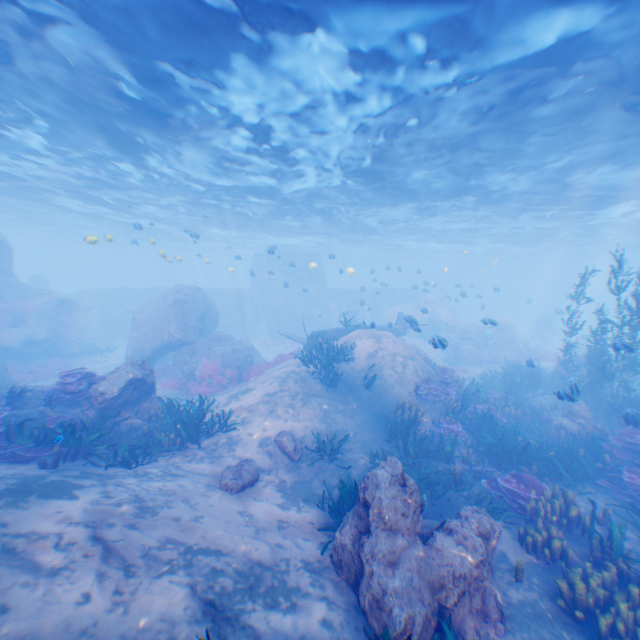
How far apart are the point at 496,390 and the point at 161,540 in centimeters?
1721cm

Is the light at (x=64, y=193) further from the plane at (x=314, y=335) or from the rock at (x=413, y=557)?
the plane at (x=314, y=335)

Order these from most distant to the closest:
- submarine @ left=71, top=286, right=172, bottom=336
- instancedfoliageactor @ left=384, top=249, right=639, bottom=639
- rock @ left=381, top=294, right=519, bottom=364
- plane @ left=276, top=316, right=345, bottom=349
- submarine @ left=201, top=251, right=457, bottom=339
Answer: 1. submarine @ left=201, top=251, right=457, bottom=339
2. submarine @ left=71, top=286, right=172, bottom=336
3. rock @ left=381, top=294, right=519, bottom=364
4. plane @ left=276, top=316, right=345, bottom=349
5. instancedfoliageactor @ left=384, top=249, right=639, bottom=639

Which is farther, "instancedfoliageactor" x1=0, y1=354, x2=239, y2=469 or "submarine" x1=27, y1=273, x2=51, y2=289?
"submarine" x1=27, y1=273, x2=51, y2=289

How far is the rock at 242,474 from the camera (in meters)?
8.29

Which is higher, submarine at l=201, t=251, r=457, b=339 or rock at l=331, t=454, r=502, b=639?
submarine at l=201, t=251, r=457, b=339

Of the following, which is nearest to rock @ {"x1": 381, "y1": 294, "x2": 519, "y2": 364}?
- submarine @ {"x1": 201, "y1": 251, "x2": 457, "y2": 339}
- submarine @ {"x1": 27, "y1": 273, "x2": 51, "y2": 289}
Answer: submarine @ {"x1": 201, "y1": 251, "x2": 457, "y2": 339}

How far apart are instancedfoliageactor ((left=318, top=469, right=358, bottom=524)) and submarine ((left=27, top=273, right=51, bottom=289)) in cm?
4292
